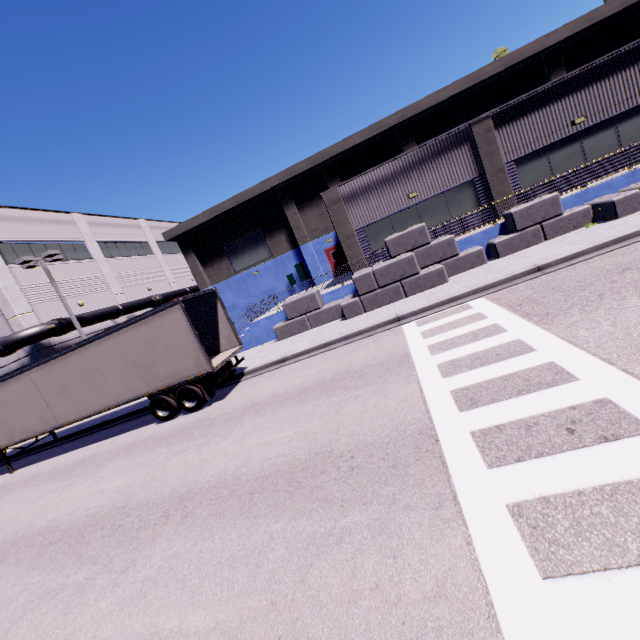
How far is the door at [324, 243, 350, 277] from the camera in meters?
26.3

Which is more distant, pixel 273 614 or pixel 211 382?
pixel 211 382

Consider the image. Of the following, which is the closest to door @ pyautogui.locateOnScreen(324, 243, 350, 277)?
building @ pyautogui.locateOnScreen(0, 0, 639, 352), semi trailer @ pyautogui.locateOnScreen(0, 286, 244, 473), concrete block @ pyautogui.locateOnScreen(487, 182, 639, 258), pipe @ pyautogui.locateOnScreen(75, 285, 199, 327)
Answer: building @ pyautogui.locateOnScreen(0, 0, 639, 352)

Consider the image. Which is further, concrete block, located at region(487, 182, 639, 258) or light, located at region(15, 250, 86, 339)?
light, located at region(15, 250, 86, 339)

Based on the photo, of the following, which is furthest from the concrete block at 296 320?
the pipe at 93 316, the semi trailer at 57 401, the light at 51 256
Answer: the pipe at 93 316

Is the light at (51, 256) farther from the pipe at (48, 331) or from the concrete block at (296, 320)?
the concrete block at (296, 320)

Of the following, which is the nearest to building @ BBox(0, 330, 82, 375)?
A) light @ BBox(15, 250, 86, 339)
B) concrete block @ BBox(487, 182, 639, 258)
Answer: concrete block @ BBox(487, 182, 639, 258)

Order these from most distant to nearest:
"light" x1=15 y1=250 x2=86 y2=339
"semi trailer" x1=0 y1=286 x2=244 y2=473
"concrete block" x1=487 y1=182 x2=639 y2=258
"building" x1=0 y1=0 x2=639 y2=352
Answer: "light" x1=15 y1=250 x2=86 y2=339 < "building" x1=0 y1=0 x2=639 y2=352 < "concrete block" x1=487 y1=182 x2=639 y2=258 < "semi trailer" x1=0 y1=286 x2=244 y2=473
